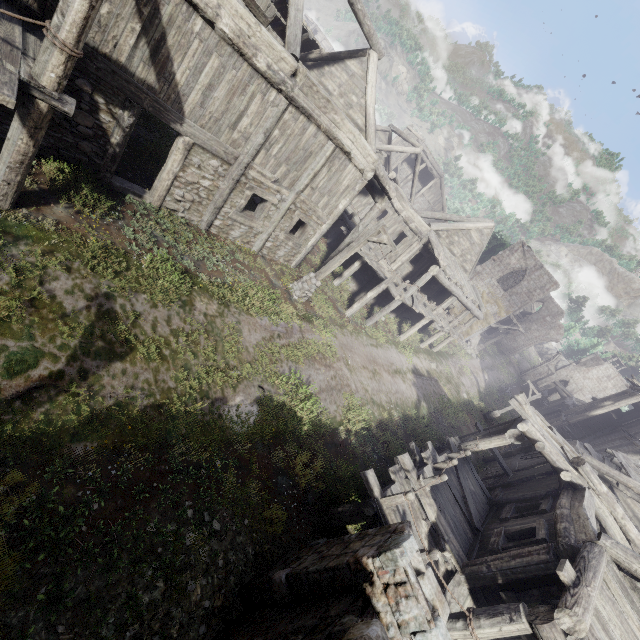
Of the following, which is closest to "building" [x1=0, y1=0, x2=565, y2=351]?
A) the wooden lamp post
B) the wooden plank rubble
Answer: the wooden plank rubble

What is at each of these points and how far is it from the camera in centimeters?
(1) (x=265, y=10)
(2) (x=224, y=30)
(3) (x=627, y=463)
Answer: (1) broken furniture, 820cm
(2) building, 754cm
(3) wooden plank rubble, 1549cm

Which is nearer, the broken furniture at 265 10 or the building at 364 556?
the building at 364 556

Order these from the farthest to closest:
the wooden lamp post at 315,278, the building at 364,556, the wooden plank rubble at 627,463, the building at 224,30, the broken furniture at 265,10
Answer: the wooden plank rubble at 627,463 < the wooden lamp post at 315,278 < the broken furniture at 265,10 < the building at 224,30 < the building at 364,556

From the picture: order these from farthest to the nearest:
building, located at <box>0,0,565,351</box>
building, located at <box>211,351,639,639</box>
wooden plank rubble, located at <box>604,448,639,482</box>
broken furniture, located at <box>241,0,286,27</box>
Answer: wooden plank rubble, located at <box>604,448,639,482</box>, broken furniture, located at <box>241,0,286,27</box>, building, located at <box>0,0,565,351</box>, building, located at <box>211,351,639,639</box>

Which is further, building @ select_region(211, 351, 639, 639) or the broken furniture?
the broken furniture

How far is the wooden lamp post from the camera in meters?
12.0 m

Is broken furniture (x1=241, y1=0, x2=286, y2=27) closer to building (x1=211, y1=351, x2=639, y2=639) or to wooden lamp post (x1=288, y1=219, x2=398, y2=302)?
building (x1=211, y1=351, x2=639, y2=639)
